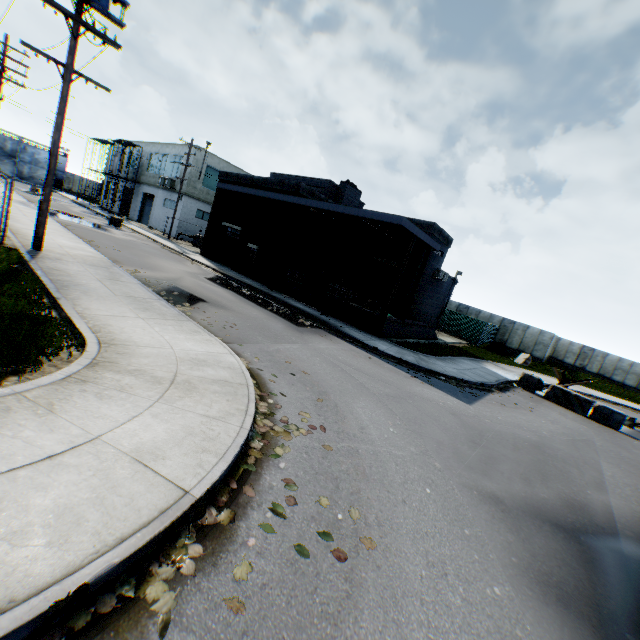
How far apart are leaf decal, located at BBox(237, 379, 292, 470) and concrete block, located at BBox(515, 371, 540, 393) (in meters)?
15.62

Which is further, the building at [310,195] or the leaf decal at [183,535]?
the building at [310,195]

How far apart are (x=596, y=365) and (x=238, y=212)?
45.0m

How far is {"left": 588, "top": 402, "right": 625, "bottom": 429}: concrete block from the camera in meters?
14.7

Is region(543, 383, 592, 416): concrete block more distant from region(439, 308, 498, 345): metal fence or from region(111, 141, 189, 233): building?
region(111, 141, 189, 233): building

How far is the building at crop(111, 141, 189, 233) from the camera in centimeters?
3603cm

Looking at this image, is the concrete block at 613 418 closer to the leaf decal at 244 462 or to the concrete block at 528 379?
the concrete block at 528 379

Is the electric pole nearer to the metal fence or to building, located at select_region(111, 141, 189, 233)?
building, located at select_region(111, 141, 189, 233)
